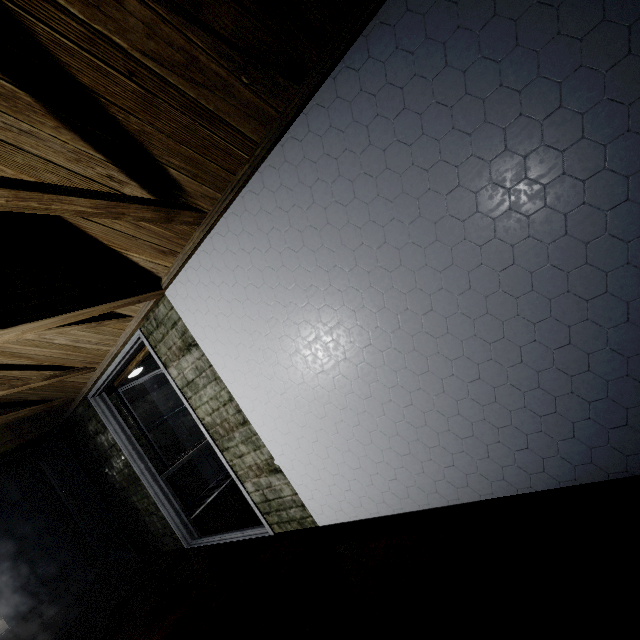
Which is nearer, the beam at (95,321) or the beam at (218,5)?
the beam at (218,5)

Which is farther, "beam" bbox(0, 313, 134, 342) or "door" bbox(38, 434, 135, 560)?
"door" bbox(38, 434, 135, 560)

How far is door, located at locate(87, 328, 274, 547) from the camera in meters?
2.6

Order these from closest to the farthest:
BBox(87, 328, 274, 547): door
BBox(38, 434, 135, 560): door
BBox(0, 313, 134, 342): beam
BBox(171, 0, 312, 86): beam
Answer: BBox(171, 0, 312, 86): beam, BBox(0, 313, 134, 342): beam, BBox(87, 328, 274, 547): door, BBox(38, 434, 135, 560): door

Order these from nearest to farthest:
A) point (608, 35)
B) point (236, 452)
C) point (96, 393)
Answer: point (608, 35) → point (236, 452) → point (96, 393)

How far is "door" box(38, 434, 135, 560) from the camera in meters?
4.6

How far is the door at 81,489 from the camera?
4.6 meters

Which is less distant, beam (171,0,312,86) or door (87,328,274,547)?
beam (171,0,312,86)
